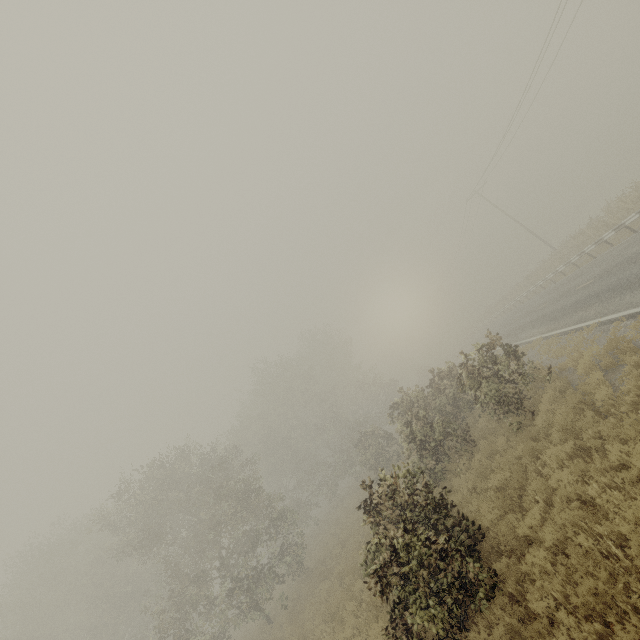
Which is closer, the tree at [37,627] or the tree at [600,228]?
the tree at [37,627]

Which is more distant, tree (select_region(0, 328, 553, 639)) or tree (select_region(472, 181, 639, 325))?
tree (select_region(472, 181, 639, 325))

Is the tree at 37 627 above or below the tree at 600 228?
above

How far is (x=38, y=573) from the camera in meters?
23.9

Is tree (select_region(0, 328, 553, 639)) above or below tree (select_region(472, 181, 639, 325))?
above
